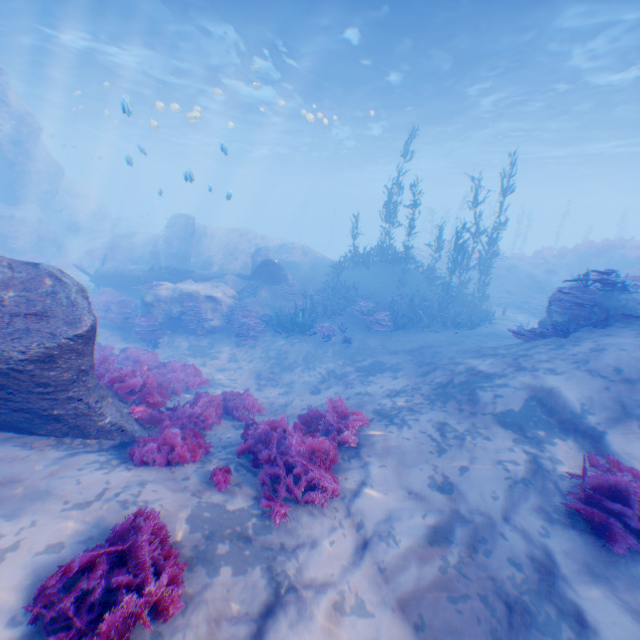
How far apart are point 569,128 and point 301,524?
33.31m

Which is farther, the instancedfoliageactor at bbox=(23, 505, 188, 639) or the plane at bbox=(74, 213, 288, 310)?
the plane at bbox=(74, 213, 288, 310)

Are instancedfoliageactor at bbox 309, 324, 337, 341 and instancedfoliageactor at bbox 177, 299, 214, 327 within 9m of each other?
yes

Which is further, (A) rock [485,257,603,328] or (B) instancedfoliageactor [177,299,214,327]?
(B) instancedfoliageactor [177,299,214,327]

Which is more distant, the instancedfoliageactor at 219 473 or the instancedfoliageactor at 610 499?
the instancedfoliageactor at 219 473

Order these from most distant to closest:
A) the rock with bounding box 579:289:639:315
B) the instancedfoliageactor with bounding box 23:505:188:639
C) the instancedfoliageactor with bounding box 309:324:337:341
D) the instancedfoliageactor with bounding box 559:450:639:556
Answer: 1. the instancedfoliageactor with bounding box 309:324:337:341
2. the rock with bounding box 579:289:639:315
3. the instancedfoliageactor with bounding box 559:450:639:556
4. the instancedfoliageactor with bounding box 23:505:188:639

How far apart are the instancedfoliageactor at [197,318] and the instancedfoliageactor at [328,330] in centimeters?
476cm

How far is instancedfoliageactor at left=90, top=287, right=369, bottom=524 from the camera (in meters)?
4.96
